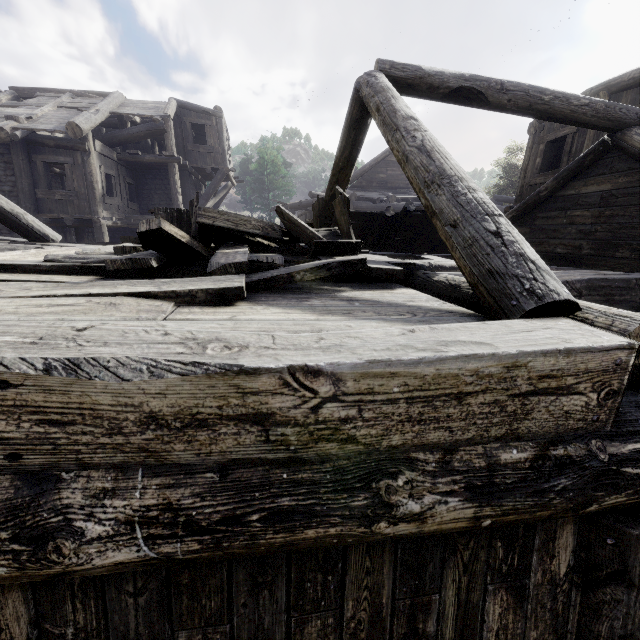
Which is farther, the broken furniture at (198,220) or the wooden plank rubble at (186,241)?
the broken furniture at (198,220)

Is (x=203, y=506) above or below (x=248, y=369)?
below

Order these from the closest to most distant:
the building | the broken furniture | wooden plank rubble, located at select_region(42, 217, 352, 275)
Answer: the building → wooden plank rubble, located at select_region(42, 217, 352, 275) → the broken furniture

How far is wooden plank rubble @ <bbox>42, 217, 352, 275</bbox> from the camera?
2.76m

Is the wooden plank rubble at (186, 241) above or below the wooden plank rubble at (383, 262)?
above

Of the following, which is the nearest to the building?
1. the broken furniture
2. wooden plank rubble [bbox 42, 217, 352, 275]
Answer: wooden plank rubble [bbox 42, 217, 352, 275]
